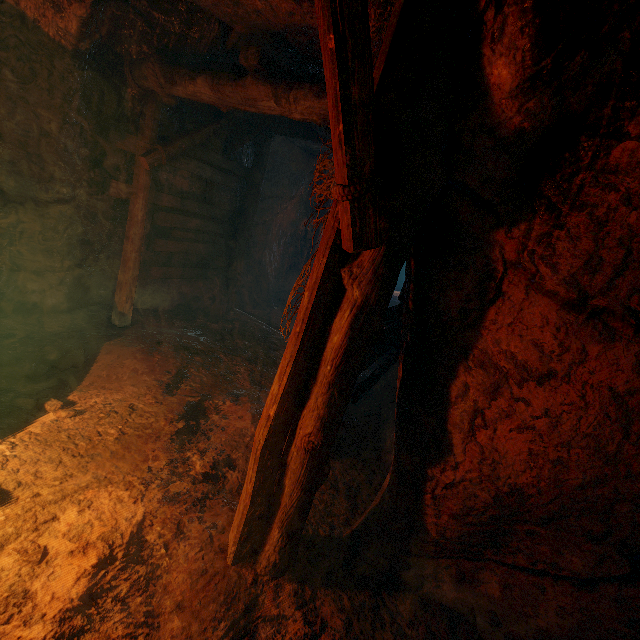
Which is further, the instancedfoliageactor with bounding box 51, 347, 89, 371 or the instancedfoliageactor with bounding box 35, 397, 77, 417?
the instancedfoliageactor with bounding box 51, 347, 89, 371

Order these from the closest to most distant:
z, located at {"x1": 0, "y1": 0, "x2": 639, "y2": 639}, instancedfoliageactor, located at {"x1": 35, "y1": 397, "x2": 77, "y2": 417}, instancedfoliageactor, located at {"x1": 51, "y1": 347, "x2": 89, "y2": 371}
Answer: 1. z, located at {"x1": 0, "y1": 0, "x2": 639, "y2": 639}
2. instancedfoliageactor, located at {"x1": 35, "y1": 397, "x2": 77, "y2": 417}
3. instancedfoliageactor, located at {"x1": 51, "y1": 347, "x2": 89, "y2": 371}

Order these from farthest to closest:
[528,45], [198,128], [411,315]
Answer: [198,128] < [411,315] < [528,45]

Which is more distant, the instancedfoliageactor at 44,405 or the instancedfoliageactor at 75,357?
the instancedfoliageactor at 75,357

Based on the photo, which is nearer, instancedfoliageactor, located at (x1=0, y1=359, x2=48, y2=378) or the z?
the z

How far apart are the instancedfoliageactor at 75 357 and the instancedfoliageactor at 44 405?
0.5m

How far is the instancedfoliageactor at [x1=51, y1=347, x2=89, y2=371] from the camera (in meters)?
4.16

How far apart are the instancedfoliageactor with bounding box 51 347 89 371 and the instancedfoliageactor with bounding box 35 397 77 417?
0.55m
